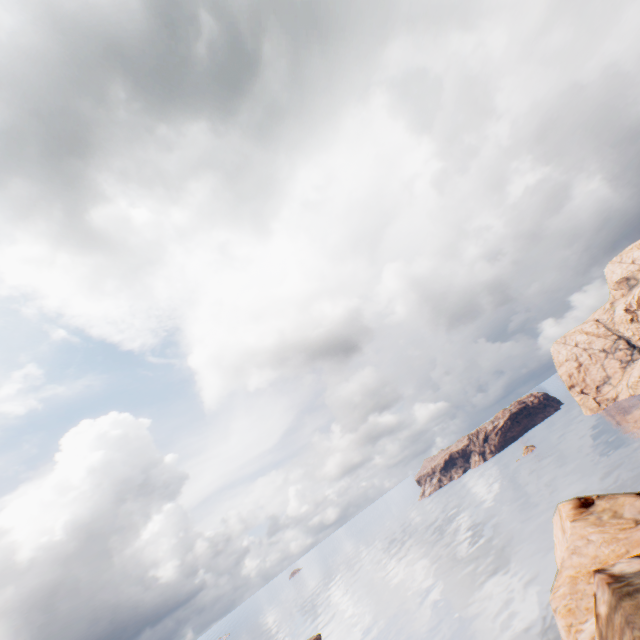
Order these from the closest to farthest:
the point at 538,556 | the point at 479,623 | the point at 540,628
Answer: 1. the point at 540,628
2. the point at 479,623
3. the point at 538,556
